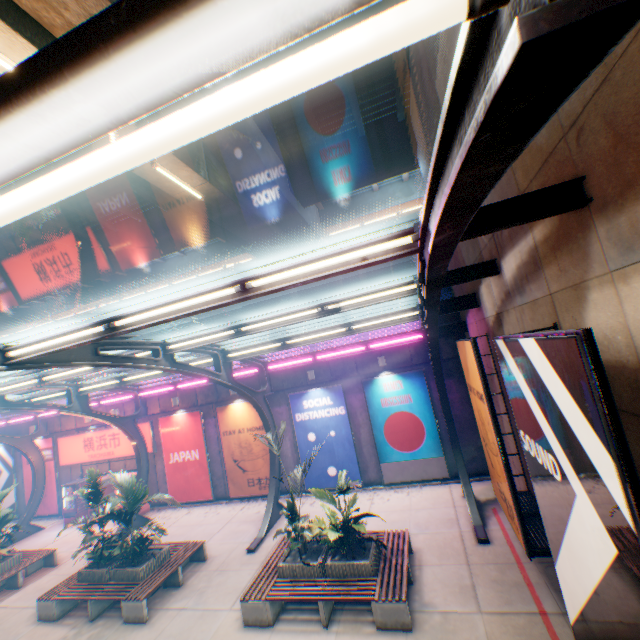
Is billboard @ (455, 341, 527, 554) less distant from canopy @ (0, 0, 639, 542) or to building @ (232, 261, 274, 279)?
canopy @ (0, 0, 639, 542)

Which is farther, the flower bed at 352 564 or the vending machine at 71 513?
the vending machine at 71 513

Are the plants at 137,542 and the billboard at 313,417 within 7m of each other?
yes

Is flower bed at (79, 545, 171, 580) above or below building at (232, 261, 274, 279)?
below

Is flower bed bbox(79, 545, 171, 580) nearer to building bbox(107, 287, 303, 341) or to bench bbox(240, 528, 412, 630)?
bench bbox(240, 528, 412, 630)

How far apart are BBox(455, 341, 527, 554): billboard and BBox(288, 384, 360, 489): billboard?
6.07m

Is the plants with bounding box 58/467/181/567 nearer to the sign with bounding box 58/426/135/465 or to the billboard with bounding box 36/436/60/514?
the sign with bounding box 58/426/135/465

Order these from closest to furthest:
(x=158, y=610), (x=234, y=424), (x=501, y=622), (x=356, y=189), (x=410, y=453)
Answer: (x=501, y=622) → (x=158, y=610) → (x=410, y=453) → (x=234, y=424) → (x=356, y=189)
